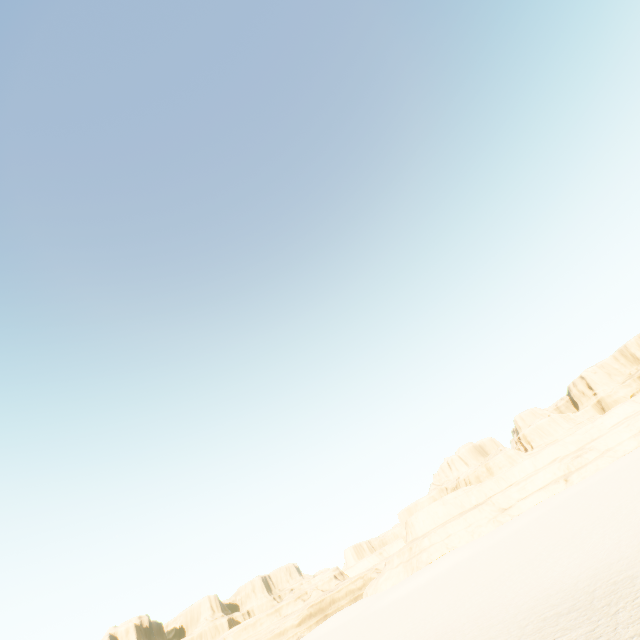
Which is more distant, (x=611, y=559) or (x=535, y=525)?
(x=535, y=525)
